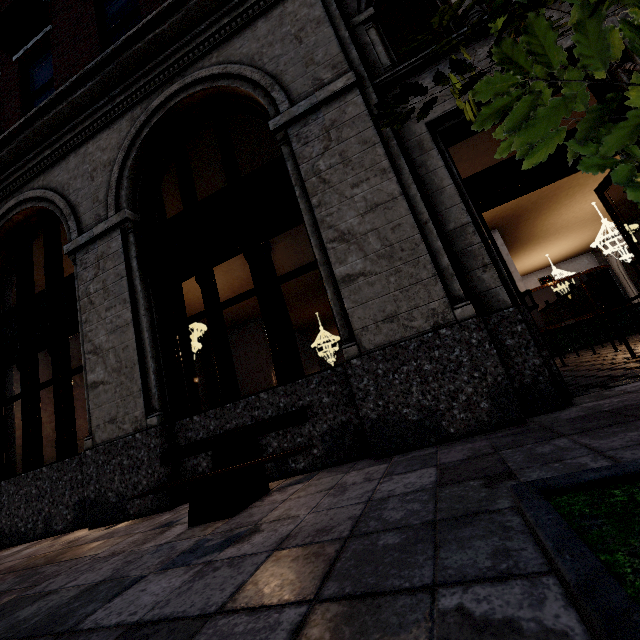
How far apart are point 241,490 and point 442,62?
5.1m

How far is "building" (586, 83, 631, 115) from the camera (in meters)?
3.26

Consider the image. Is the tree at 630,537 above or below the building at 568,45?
below

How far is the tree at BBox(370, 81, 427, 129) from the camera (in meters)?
1.30

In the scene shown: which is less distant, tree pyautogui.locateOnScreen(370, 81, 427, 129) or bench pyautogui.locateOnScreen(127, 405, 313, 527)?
tree pyautogui.locateOnScreen(370, 81, 427, 129)

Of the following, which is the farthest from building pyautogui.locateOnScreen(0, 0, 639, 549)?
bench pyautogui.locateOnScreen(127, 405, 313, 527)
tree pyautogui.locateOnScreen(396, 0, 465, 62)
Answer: tree pyautogui.locateOnScreen(396, 0, 465, 62)

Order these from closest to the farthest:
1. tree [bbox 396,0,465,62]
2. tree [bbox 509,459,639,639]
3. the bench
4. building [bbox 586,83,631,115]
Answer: tree [bbox 509,459,639,639]
tree [bbox 396,0,465,62]
the bench
building [bbox 586,83,631,115]

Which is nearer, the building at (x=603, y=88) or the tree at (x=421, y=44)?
the tree at (x=421, y=44)
